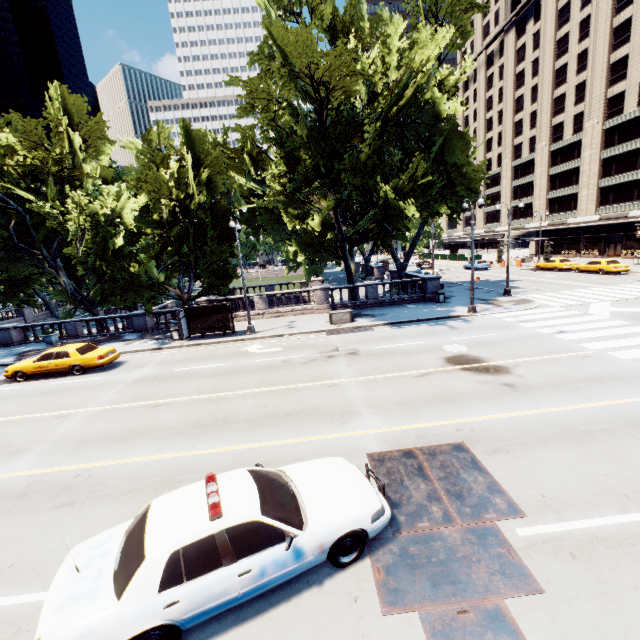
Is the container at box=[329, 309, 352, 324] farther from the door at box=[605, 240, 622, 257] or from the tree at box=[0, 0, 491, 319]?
the door at box=[605, 240, 622, 257]

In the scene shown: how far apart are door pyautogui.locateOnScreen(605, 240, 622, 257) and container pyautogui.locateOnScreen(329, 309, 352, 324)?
46.23m

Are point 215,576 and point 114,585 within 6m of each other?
yes

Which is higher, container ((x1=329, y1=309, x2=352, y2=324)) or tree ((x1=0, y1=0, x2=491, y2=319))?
tree ((x1=0, y1=0, x2=491, y2=319))

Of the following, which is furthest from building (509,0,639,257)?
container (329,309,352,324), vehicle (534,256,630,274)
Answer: container (329,309,352,324)

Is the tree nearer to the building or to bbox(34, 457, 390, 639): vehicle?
the building

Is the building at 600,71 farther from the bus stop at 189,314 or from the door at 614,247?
the bus stop at 189,314

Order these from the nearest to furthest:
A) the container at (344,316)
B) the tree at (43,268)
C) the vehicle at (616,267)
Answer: the tree at (43,268) → the container at (344,316) → the vehicle at (616,267)
